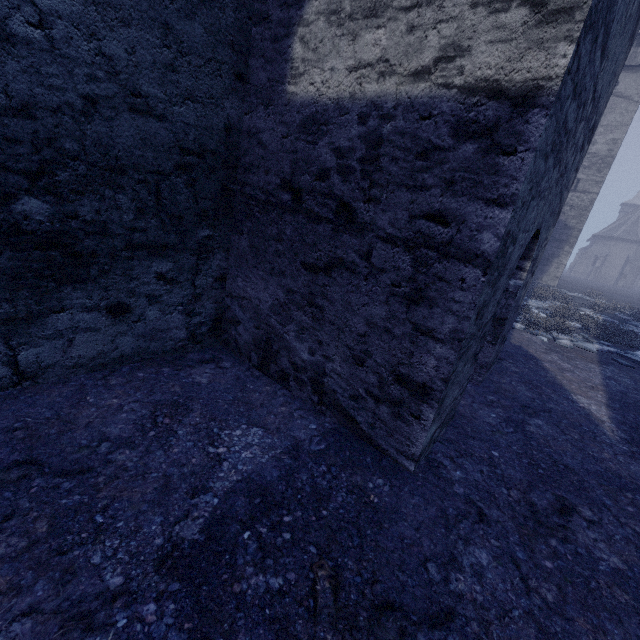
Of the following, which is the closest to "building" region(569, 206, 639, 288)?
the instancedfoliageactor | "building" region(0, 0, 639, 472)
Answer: the instancedfoliageactor

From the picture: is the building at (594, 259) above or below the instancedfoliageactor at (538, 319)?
above

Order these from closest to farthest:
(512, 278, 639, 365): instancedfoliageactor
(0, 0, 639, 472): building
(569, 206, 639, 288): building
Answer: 1. (0, 0, 639, 472): building
2. (512, 278, 639, 365): instancedfoliageactor
3. (569, 206, 639, 288): building

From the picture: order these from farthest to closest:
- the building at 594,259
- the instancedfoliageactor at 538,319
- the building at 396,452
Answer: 1. the building at 594,259
2. the instancedfoliageactor at 538,319
3. the building at 396,452

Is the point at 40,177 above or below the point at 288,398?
above

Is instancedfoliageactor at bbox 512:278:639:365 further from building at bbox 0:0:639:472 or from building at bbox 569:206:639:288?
building at bbox 569:206:639:288
